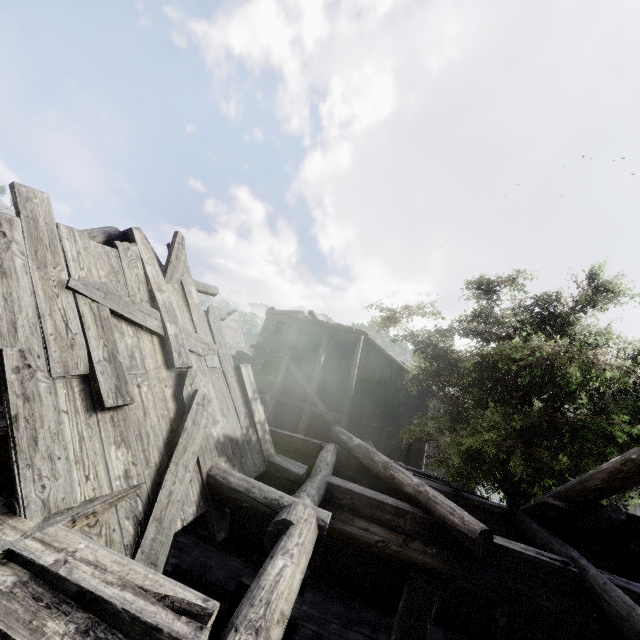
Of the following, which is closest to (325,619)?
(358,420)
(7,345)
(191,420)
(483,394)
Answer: (191,420)

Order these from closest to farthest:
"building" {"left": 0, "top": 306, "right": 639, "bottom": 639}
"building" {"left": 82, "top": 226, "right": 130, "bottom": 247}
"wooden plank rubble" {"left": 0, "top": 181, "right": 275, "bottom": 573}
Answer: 1. "building" {"left": 0, "top": 306, "right": 639, "bottom": 639}
2. "wooden plank rubble" {"left": 0, "top": 181, "right": 275, "bottom": 573}
3. "building" {"left": 82, "top": 226, "right": 130, "bottom": 247}

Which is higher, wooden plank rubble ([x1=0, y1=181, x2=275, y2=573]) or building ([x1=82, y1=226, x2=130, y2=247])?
building ([x1=82, y1=226, x2=130, y2=247])

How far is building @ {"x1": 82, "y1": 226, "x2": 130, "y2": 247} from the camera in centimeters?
498cm

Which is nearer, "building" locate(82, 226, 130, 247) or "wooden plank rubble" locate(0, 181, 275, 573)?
"wooden plank rubble" locate(0, 181, 275, 573)

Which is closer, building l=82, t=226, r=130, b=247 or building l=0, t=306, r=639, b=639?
building l=0, t=306, r=639, b=639

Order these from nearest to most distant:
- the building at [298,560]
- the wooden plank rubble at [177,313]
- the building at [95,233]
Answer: the building at [298,560] < the wooden plank rubble at [177,313] < the building at [95,233]

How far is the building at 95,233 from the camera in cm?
498
